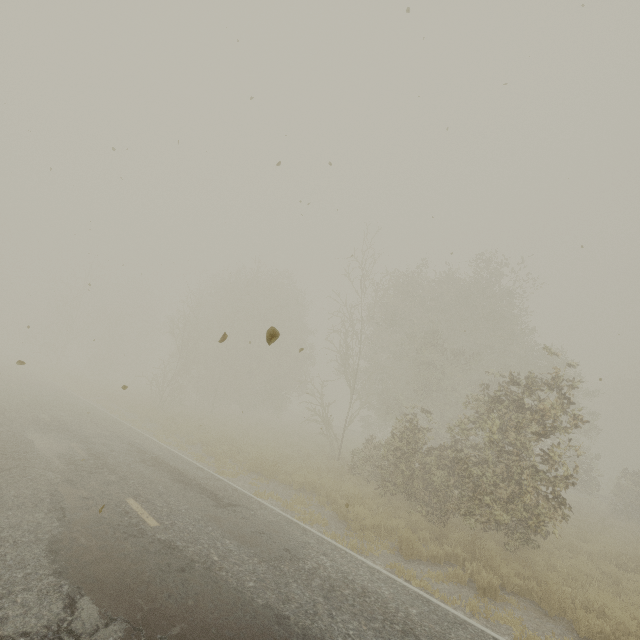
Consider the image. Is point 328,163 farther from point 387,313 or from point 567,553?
point 387,313
